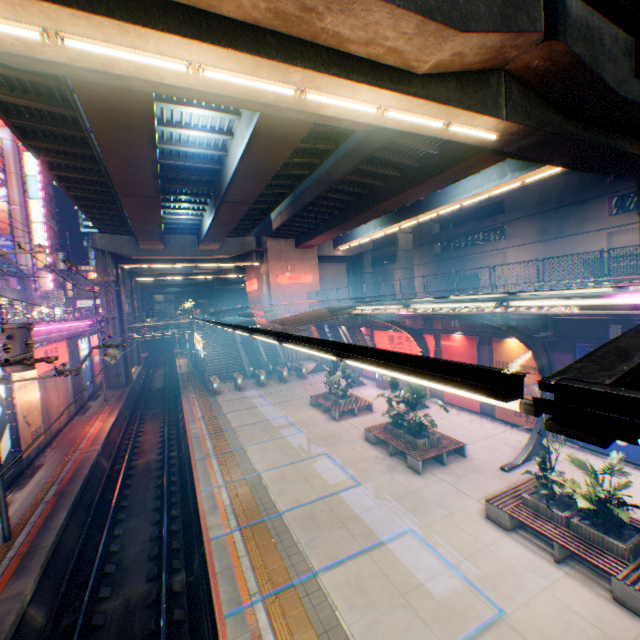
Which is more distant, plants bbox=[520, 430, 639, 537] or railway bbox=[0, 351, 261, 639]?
railway bbox=[0, 351, 261, 639]

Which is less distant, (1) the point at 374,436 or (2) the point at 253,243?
(1) the point at 374,436

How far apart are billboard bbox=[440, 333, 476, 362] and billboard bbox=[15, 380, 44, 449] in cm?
2161

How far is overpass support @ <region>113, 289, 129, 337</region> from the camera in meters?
32.3

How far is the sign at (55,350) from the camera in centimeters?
1789cm

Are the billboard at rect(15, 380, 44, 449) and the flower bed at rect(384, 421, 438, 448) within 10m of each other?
no

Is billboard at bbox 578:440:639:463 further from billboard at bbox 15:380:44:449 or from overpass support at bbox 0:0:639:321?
billboard at bbox 15:380:44:449

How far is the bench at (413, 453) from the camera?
13.0 meters
